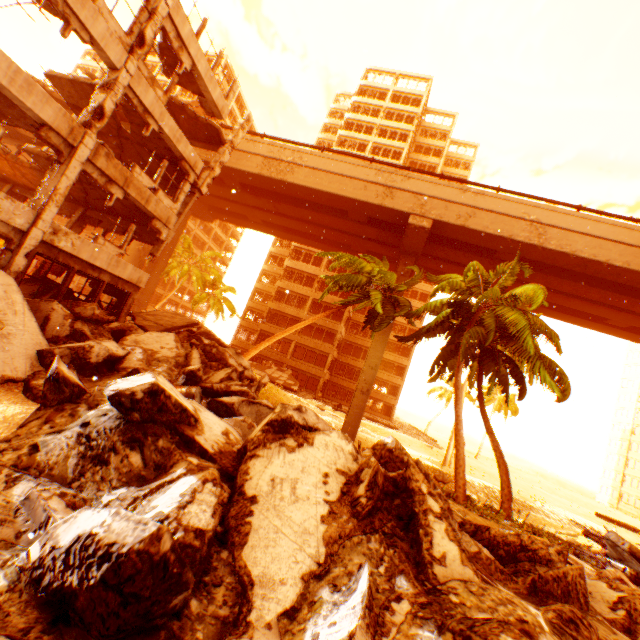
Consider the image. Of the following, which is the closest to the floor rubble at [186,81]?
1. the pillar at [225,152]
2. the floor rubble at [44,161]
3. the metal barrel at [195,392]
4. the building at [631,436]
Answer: the pillar at [225,152]

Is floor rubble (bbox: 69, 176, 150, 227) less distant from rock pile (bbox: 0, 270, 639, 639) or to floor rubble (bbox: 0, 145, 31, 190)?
floor rubble (bbox: 0, 145, 31, 190)

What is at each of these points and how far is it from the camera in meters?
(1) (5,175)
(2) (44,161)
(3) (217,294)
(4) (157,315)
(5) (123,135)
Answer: (1) floor rubble, 16.5 m
(2) floor rubble, 13.4 m
(3) rubble, 32.5 m
(4) floor rubble, 18.0 m
(5) floor rubble, 14.8 m

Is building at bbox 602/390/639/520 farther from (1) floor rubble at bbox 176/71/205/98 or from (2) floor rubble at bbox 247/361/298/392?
(1) floor rubble at bbox 176/71/205/98

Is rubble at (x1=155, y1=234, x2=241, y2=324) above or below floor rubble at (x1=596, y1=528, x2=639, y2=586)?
above

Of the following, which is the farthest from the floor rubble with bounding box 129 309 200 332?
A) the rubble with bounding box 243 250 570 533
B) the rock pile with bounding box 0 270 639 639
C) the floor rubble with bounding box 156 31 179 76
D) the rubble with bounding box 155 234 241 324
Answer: the rubble with bounding box 155 234 241 324

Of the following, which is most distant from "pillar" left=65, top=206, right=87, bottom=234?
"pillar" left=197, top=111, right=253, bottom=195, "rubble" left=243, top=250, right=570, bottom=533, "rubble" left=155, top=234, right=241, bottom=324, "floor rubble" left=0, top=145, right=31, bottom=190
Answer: "rubble" left=155, top=234, right=241, bottom=324

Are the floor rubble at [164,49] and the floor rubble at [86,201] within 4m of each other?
no
